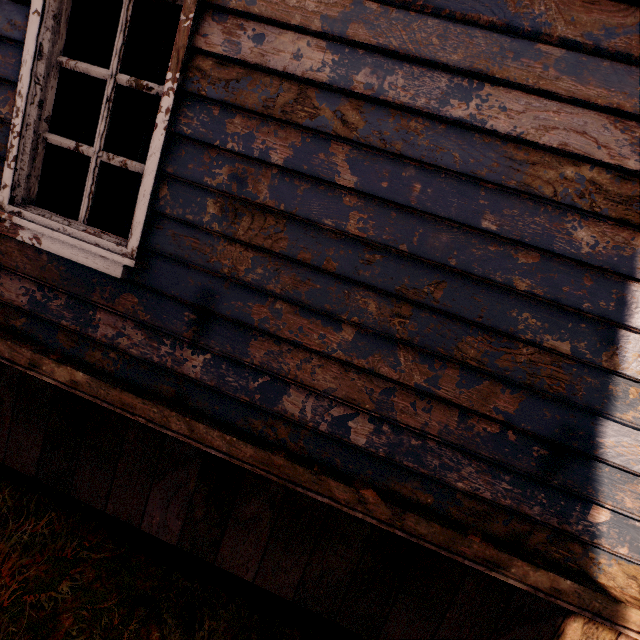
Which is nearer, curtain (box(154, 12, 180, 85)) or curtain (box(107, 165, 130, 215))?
curtain (box(154, 12, 180, 85))

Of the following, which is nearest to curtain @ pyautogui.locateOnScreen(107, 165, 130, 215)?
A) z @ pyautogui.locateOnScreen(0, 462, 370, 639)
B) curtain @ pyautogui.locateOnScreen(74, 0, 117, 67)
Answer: z @ pyautogui.locateOnScreen(0, 462, 370, 639)

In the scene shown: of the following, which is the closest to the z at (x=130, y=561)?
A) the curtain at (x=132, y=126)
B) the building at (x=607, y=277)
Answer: the building at (x=607, y=277)

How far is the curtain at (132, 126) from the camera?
4.1 meters

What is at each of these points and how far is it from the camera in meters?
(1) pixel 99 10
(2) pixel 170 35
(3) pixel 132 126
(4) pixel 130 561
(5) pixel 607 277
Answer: (1) curtain, 1.9 m
(2) curtain, 1.8 m
(3) curtain, 4.2 m
(4) z, 2.2 m
(5) building, 1.5 m

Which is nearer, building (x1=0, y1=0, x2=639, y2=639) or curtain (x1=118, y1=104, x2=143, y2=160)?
building (x1=0, y1=0, x2=639, y2=639)

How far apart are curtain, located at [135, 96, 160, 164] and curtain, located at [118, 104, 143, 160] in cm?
288

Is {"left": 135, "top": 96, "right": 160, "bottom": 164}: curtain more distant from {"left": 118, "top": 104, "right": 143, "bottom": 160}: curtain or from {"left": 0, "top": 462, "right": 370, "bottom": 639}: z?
{"left": 118, "top": 104, "right": 143, "bottom": 160}: curtain
